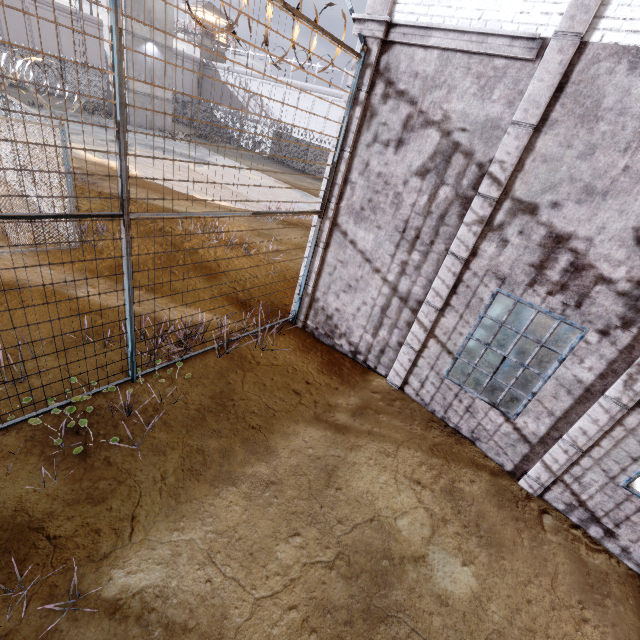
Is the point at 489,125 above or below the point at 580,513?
above

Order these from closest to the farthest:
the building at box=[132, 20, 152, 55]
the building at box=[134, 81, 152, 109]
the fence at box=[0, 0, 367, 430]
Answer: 1. the fence at box=[0, 0, 367, 430]
2. the building at box=[132, 20, 152, 55]
3. the building at box=[134, 81, 152, 109]

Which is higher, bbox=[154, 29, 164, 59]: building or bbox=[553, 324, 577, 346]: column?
bbox=[154, 29, 164, 59]: building

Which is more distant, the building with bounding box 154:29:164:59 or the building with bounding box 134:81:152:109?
the building with bounding box 134:81:152:109

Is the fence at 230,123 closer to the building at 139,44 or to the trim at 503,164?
the trim at 503,164

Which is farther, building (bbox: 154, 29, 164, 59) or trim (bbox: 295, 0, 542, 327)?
building (bbox: 154, 29, 164, 59)

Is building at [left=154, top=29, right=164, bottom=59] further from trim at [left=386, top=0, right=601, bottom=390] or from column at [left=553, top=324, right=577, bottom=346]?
column at [left=553, top=324, right=577, bottom=346]

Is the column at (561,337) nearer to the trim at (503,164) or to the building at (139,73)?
the trim at (503,164)
